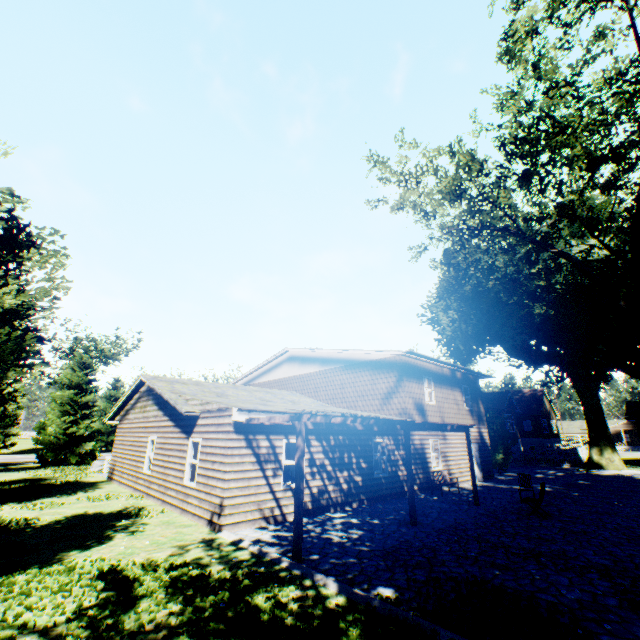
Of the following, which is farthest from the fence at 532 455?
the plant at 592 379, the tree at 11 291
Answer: the tree at 11 291

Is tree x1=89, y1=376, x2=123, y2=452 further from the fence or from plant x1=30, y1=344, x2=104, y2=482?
the fence

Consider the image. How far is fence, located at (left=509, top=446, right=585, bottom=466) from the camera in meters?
30.7 m

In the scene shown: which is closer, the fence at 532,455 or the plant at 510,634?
the plant at 510,634

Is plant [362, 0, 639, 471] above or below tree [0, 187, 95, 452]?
above

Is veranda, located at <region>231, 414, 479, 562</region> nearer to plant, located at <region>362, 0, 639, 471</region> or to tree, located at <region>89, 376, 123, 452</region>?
tree, located at <region>89, 376, 123, 452</region>

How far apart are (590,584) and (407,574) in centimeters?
350cm

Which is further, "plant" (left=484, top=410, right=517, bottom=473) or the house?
the house
